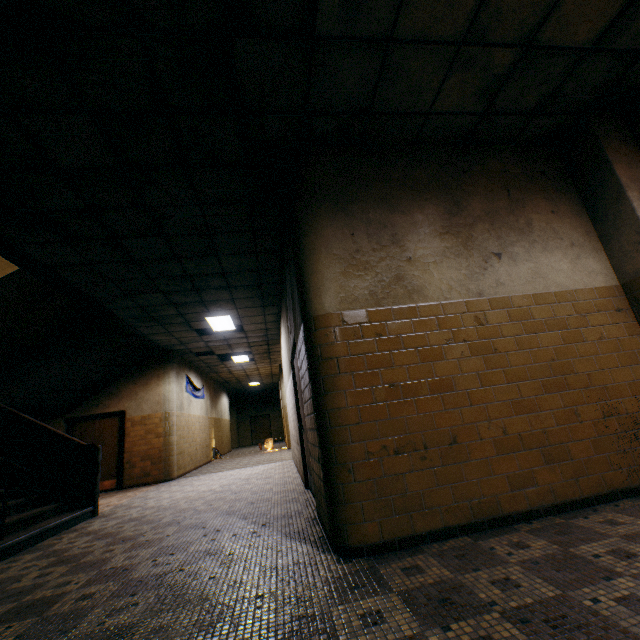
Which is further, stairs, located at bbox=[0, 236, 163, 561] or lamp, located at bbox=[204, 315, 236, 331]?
lamp, located at bbox=[204, 315, 236, 331]

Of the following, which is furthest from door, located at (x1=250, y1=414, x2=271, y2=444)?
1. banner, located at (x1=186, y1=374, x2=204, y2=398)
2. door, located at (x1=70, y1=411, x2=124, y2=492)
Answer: door, located at (x1=70, y1=411, x2=124, y2=492)

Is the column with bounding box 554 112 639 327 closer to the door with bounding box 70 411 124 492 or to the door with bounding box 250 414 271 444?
the door with bounding box 70 411 124 492

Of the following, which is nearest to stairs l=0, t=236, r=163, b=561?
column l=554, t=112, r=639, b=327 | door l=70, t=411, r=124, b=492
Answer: → door l=70, t=411, r=124, b=492

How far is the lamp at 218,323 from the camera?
8.44m

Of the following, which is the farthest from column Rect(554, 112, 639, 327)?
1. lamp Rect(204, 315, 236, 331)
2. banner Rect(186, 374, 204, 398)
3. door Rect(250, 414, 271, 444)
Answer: door Rect(250, 414, 271, 444)

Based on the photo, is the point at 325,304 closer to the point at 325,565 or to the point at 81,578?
the point at 325,565

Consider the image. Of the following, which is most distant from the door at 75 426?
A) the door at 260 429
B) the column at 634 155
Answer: the door at 260 429
